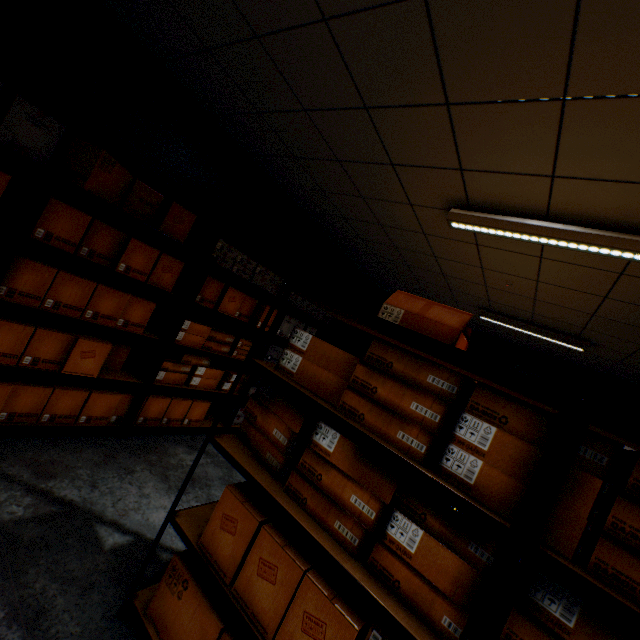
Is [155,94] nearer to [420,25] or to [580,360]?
[420,25]

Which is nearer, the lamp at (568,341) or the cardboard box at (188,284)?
the cardboard box at (188,284)

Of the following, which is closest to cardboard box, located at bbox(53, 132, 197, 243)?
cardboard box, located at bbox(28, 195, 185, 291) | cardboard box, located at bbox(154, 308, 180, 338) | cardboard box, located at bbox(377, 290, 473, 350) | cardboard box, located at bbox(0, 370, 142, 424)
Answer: cardboard box, located at bbox(28, 195, 185, 291)

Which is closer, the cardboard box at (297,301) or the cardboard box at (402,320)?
the cardboard box at (402,320)

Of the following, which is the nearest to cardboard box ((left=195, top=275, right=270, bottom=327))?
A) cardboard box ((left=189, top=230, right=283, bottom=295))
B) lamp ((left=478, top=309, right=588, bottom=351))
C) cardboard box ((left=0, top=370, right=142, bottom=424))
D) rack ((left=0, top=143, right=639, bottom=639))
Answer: cardboard box ((left=189, top=230, right=283, bottom=295))

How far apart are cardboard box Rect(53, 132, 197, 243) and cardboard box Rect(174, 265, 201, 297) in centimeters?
41cm

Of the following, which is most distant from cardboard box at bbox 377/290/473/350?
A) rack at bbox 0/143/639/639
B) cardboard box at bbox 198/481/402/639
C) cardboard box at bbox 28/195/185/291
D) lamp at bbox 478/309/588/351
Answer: lamp at bbox 478/309/588/351

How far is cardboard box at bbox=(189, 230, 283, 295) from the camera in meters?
3.1 m
